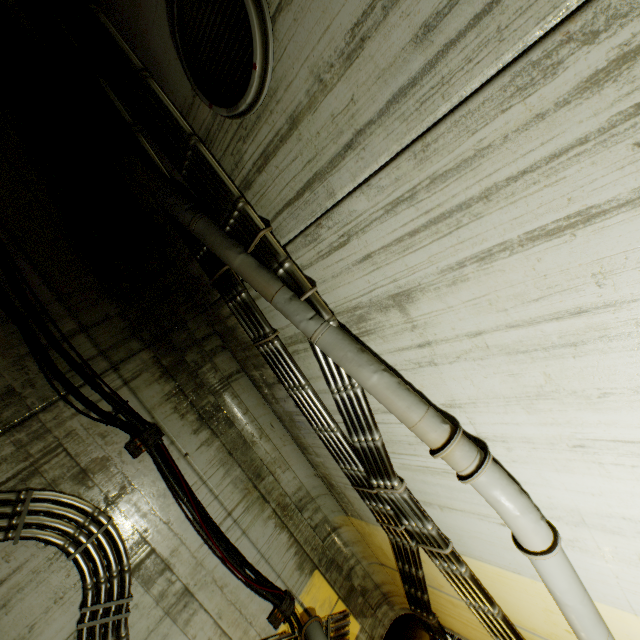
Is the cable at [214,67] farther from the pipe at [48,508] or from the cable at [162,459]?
the cable at [162,459]

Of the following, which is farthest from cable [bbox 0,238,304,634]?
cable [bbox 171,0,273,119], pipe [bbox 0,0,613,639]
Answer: cable [bbox 171,0,273,119]

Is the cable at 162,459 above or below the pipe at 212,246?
below

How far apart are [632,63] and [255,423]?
4.8 meters

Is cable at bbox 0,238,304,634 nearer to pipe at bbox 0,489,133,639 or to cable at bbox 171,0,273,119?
pipe at bbox 0,489,133,639

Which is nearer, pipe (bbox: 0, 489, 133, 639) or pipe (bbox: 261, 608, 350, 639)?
pipe (bbox: 0, 489, 133, 639)
